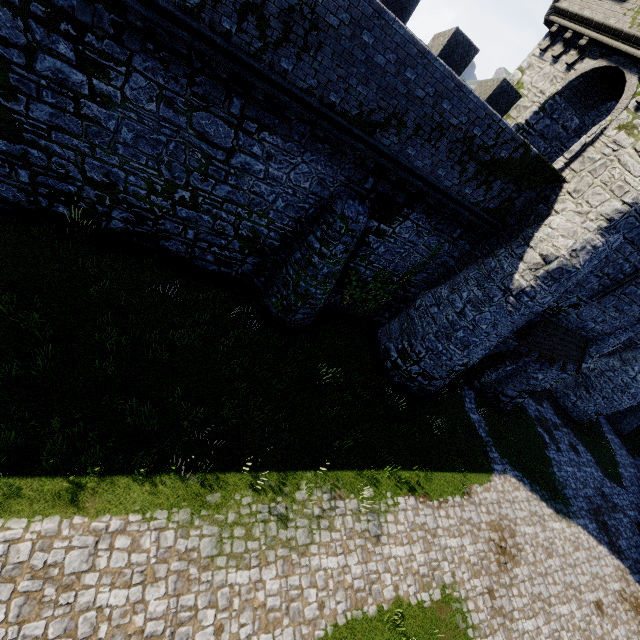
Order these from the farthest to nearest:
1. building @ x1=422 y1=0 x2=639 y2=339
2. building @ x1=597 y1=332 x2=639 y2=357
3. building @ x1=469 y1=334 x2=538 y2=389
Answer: building @ x1=597 y1=332 x2=639 y2=357
building @ x1=469 y1=334 x2=538 y2=389
building @ x1=422 y1=0 x2=639 y2=339

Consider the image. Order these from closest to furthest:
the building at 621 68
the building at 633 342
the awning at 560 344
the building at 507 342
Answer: the building at 621 68
the awning at 560 344
the building at 507 342
the building at 633 342

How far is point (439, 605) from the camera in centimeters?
1044cm

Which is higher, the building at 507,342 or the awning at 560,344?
the awning at 560,344

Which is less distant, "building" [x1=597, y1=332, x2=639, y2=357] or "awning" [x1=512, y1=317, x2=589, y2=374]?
"awning" [x1=512, y1=317, x2=589, y2=374]

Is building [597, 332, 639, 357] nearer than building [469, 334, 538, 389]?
No
